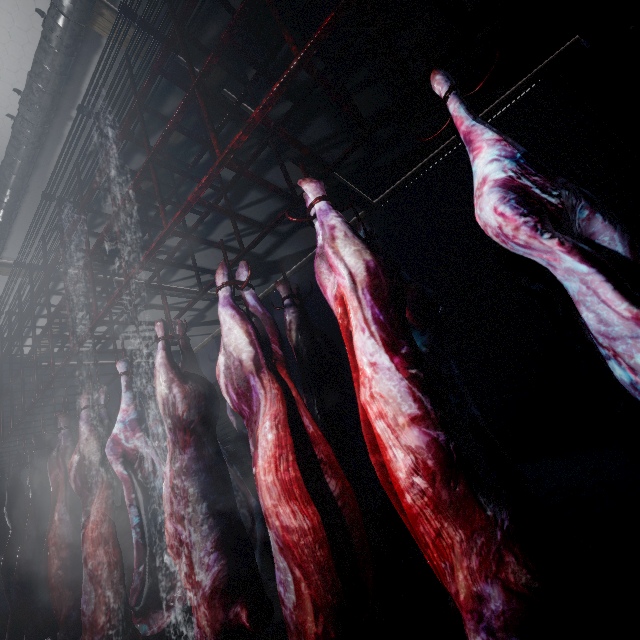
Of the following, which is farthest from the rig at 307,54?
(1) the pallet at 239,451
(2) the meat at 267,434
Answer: (1) the pallet at 239,451

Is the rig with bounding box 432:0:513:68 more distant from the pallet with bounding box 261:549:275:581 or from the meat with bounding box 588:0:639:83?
the pallet with bounding box 261:549:275:581

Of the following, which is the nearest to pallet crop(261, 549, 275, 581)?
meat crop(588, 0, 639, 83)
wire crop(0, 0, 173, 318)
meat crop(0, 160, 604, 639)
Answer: meat crop(0, 160, 604, 639)

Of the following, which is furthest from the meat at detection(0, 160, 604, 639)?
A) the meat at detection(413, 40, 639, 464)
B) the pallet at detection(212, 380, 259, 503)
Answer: the pallet at detection(212, 380, 259, 503)

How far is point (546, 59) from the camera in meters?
4.0

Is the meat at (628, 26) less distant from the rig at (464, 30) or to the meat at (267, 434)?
the rig at (464, 30)

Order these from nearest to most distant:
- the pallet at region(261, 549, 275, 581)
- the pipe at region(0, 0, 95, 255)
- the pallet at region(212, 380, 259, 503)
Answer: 1. the pipe at region(0, 0, 95, 255)
2. the pallet at region(261, 549, 275, 581)
3. the pallet at region(212, 380, 259, 503)
